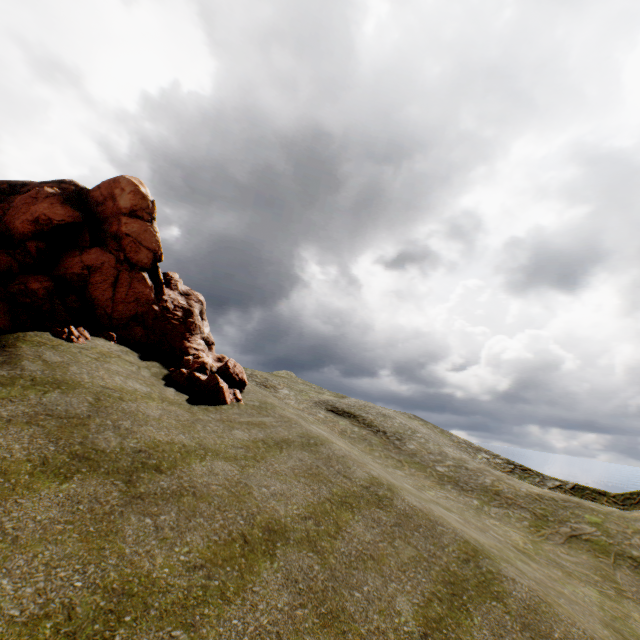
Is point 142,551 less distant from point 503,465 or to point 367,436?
point 367,436
